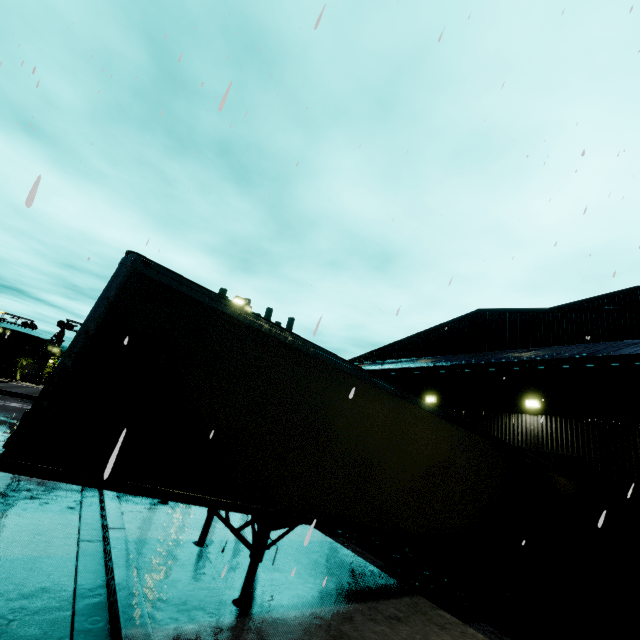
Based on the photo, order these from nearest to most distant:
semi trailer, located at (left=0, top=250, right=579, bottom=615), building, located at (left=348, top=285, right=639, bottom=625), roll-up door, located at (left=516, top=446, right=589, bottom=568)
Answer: semi trailer, located at (left=0, top=250, right=579, bottom=615) < building, located at (left=348, top=285, right=639, bottom=625) < roll-up door, located at (left=516, top=446, right=589, bottom=568)

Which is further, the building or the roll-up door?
the roll-up door

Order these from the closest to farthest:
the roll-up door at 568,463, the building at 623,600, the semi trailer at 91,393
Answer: the semi trailer at 91,393
the building at 623,600
the roll-up door at 568,463

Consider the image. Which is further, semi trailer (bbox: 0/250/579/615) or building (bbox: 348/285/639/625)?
building (bbox: 348/285/639/625)

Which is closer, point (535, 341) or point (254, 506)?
point (254, 506)

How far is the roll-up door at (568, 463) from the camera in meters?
10.9

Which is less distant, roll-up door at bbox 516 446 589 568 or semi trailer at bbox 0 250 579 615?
semi trailer at bbox 0 250 579 615

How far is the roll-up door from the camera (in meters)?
10.88
